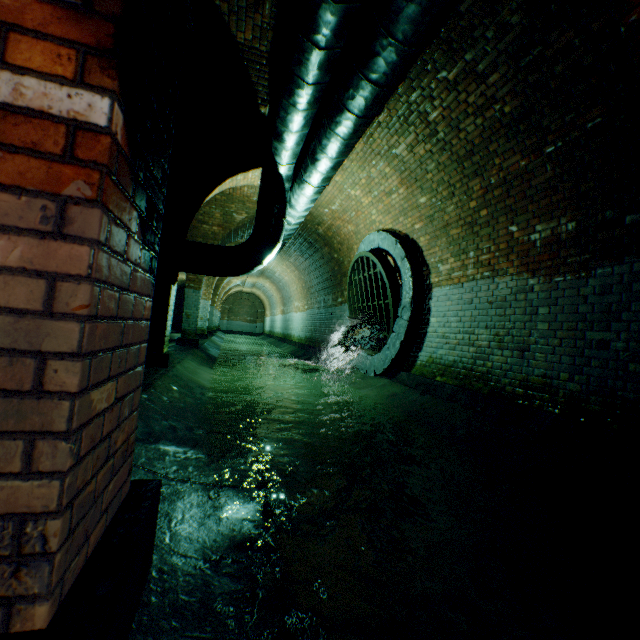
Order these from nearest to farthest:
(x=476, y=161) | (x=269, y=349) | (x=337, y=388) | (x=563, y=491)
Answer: (x=563, y=491) → (x=476, y=161) → (x=337, y=388) → (x=269, y=349)

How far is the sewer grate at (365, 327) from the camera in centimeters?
660cm

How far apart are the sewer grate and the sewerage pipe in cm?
1

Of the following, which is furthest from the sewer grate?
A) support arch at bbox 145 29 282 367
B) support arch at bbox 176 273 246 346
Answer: support arch at bbox 176 273 246 346

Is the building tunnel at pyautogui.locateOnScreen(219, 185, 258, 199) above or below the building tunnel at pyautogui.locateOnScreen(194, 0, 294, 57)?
above

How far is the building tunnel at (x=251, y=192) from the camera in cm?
826

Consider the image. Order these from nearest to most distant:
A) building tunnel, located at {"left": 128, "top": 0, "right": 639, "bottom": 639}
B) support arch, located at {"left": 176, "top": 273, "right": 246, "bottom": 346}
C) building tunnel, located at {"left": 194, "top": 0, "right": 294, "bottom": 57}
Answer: building tunnel, located at {"left": 128, "top": 0, "right": 639, "bottom": 639} < building tunnel, located at {"left": 194, "top": 0, "right": 294, "bottom": 57} < support arch, located at {"left": 176, "top": 273, "right": 246, "bottom": 346}

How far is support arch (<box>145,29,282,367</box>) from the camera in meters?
4.3
